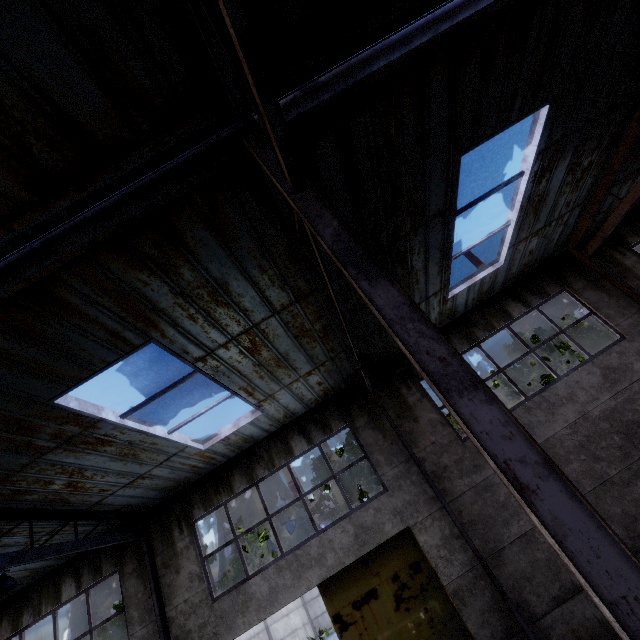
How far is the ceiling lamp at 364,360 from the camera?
6.1 meters

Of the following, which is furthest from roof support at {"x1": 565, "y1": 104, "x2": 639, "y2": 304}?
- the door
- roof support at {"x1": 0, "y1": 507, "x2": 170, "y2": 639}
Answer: roof support at {"x1": 0, "y1": 507, "x2": 170, "y2": 639}

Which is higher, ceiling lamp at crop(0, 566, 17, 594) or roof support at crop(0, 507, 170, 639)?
roof support at crop(0, 507, 170, 639)

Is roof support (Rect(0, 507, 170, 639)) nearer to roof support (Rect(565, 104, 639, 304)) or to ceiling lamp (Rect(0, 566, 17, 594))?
ceiling lamp (Rect(0, 566, 17, 594))

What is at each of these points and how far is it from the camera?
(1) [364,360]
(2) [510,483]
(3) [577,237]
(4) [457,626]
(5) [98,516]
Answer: (1) ceiling lamp, 6.1 meters
(2) roof support, 1.6 meters
(3) roof support, 10.0 meters
(4) door, 7.4 meters
(5) roof support, 8.5 meters

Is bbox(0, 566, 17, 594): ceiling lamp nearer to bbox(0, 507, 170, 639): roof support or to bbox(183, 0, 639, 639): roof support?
bbox(0, 507, 170, 639): roof support

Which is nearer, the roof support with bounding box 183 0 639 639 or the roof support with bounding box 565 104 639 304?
the roof support with bounding box 183 0 639 639

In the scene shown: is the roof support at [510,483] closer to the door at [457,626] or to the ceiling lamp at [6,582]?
the door at [457,626]
